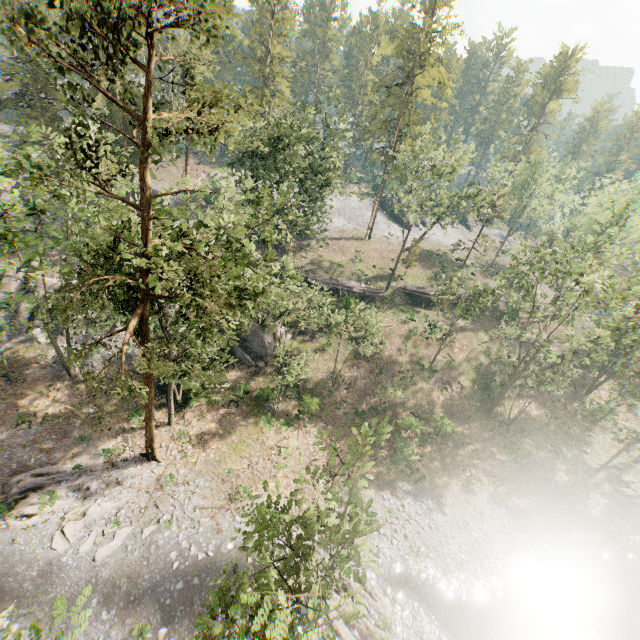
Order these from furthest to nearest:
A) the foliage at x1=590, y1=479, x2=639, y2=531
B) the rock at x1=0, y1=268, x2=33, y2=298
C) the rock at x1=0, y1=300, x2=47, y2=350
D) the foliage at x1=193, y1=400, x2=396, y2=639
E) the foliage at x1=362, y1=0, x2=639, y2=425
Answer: the rock at x1=0, y1=268, x2=33, y2=298
the rock at x1=0, y1=300, x2=47, y2=350
the foliage at x1=590, y1=479, x2=639, y2=531
the foliage at x1=362, y1=0, x2=639, y2=425
the foliage at x1=193, y1=400, x2=396, y2=639

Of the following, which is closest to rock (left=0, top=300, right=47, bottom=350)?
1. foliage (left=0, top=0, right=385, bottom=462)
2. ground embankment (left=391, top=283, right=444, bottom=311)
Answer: foliage (left=0, top=0, right=385, bottom=462)

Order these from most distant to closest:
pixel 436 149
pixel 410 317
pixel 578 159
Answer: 1. pixel 578 159
2. pixel 410 317
3. pixel 436 149

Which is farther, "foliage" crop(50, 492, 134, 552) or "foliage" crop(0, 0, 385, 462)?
"foliage" crop(50, 492, 134, 552)

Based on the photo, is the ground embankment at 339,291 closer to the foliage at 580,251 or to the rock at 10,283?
the rock at 10,283

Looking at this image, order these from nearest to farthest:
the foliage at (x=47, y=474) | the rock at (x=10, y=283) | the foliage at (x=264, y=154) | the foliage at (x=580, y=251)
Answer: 1. the foliage at (x=264, y=154)
2. the foliage at (x=47, y=474)
3. the foliage at (x=580, y=251)
4. the rock at (x=10, y=283)

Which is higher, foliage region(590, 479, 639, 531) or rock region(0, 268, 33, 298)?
rock region(0, 268, 33, 298)
